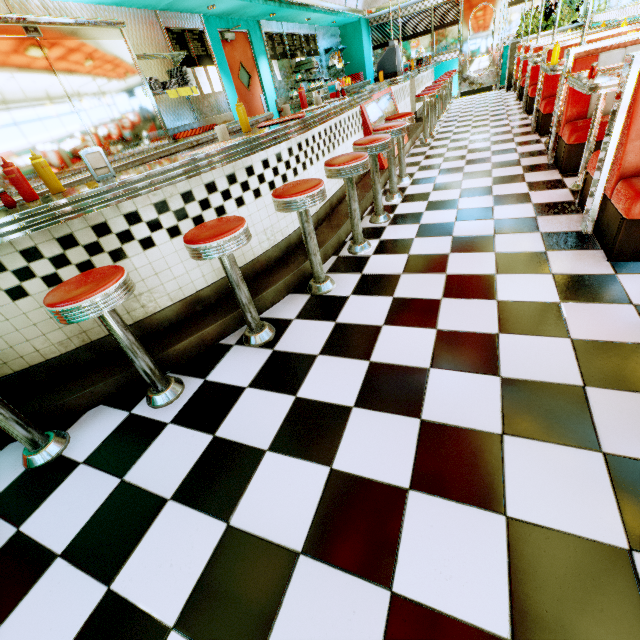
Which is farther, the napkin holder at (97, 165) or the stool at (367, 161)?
the stool at (367, 161)

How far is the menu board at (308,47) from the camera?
7.6 meters

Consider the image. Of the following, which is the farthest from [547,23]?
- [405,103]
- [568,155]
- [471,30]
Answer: [568,155]

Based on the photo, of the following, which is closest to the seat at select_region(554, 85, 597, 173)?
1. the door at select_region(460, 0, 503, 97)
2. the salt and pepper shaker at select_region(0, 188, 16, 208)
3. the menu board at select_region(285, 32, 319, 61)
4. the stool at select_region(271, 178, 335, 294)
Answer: the stool at select_region(271, 178, 335, 294)

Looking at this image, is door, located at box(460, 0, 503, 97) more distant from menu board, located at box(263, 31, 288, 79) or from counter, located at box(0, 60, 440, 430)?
menu board, located at box(263, 31, 288, 79)

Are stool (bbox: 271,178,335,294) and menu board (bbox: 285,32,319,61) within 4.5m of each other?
no

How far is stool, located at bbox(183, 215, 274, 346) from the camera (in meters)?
1.71

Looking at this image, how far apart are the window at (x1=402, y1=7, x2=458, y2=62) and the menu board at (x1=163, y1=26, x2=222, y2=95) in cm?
804
